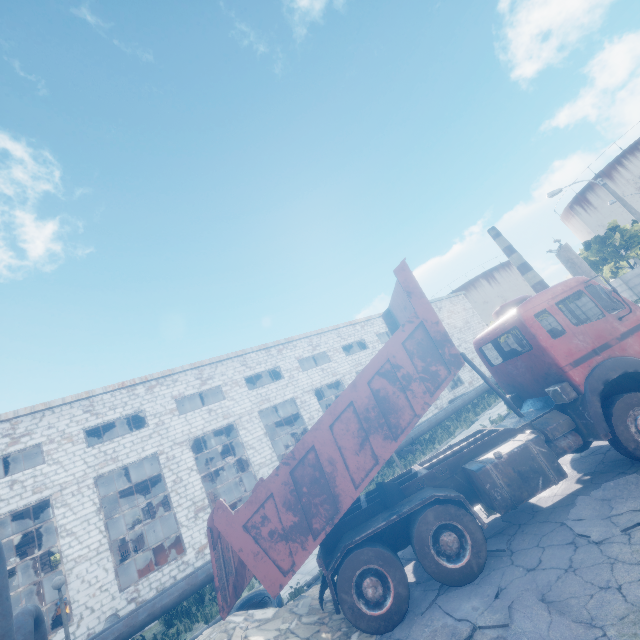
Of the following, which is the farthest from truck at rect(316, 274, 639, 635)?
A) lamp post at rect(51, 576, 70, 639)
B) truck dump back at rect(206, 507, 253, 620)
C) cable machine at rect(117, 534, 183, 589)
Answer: cable machine at rect(117, 534, 183, 589)

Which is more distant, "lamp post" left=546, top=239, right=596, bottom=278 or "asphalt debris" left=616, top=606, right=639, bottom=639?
"lamp post" left=546, top=239, right=596, bottom=278

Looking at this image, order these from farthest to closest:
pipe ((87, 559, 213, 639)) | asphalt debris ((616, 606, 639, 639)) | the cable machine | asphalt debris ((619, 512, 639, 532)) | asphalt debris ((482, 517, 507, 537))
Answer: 1. the cable machine
2. pipe ((87, 559, 213, 639))
3. asphalt debris ((482, 517, 507, 537))
4. asphalt debris ((619, 512, 639, 532))
5. asphalt debris ((616, 606, 639, 639))

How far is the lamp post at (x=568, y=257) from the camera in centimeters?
821cm

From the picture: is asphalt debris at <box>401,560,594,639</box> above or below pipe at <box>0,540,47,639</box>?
below

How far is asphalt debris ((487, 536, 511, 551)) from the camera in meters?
5.9 m

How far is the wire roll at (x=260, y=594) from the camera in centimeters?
771cm

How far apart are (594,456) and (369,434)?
5.84m
